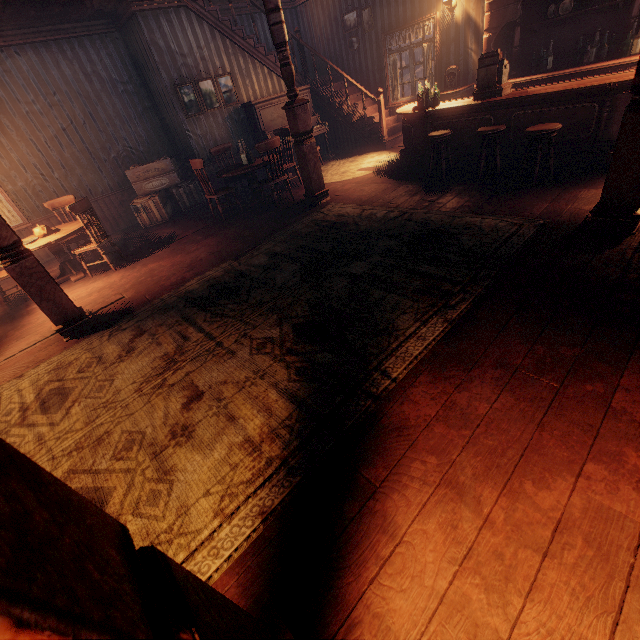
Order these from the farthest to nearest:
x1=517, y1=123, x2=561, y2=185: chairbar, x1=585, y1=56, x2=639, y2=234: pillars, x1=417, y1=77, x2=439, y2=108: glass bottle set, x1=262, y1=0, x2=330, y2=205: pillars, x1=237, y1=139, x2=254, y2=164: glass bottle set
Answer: x1=237, y1=139, x2=254, y2=164: glass bottle set < x1=417, y1=77, x2=439, y2=108: glass bottle set < x1=262, y1=0, x2=330, y2=205: pillars < x1=517, y1=123, x2=561, y2=185: chairbar < x1=585, y1=56, x2=639, y2=234: pillars

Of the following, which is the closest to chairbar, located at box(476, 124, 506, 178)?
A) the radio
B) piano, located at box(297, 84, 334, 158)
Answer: the radio

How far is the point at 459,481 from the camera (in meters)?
1.70

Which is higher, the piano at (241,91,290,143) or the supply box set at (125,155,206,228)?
the piano at (241,91,290,143)

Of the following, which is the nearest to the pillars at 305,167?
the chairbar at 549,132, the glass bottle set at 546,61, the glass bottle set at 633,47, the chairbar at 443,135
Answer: the chairbar at 443,135

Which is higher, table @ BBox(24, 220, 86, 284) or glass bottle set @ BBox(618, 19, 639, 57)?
glass bottle set @ BBox(618, 19, 639, 57)

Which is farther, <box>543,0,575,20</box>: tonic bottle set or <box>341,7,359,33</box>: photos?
<box>341,7,359,33</box>: photos

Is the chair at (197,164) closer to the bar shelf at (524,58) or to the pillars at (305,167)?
the pillars at (305,167)
